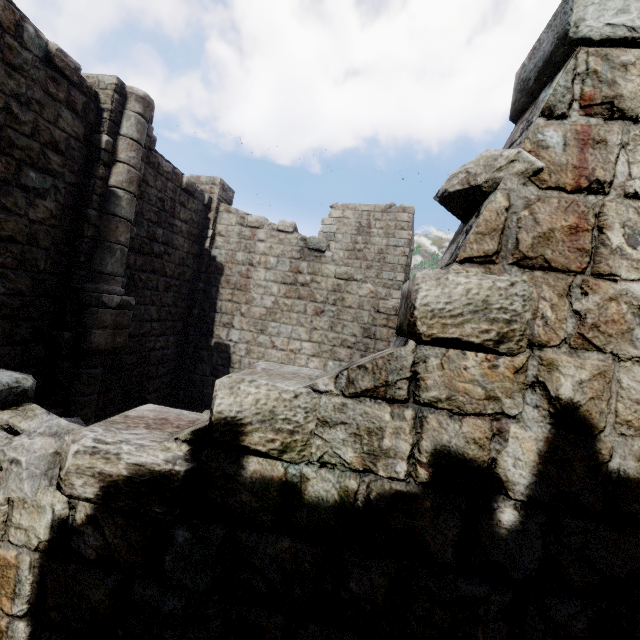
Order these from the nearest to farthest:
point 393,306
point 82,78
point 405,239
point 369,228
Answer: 1. point 82,78
2. point 393,306
3. point 405,239
4. point 369,228
